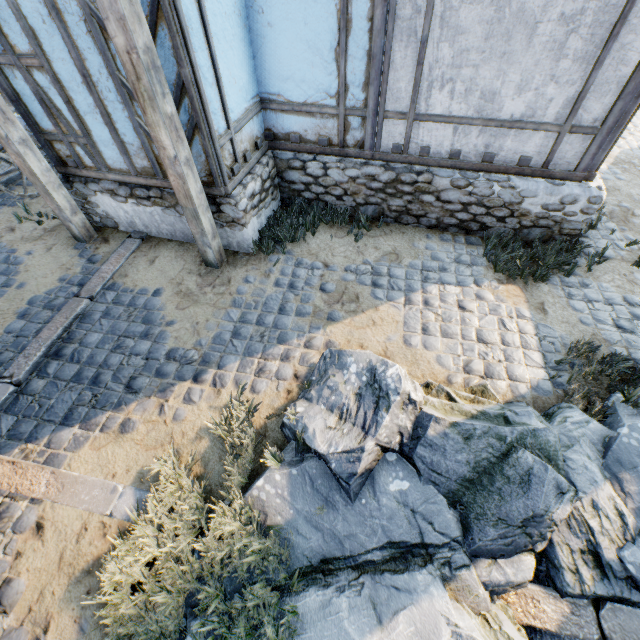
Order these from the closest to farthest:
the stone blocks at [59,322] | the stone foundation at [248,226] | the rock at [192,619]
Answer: the rock at [192,619], the stone blocks at [59,322], the stone foundation at [248,226]

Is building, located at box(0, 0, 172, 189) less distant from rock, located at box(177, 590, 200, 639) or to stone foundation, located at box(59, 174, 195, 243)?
stone foundation, located at box(59, 174, 195, 243)

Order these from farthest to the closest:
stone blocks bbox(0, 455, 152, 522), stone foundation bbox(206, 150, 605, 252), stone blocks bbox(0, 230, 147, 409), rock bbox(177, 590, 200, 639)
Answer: stone foundation bbox(206, 150, 605, 252) < stone blocks bbox(0, 230, 147, 409) < stone blocks bbox(0, 455, 152, 522) < rock bbox(177, 590, 200, 639)

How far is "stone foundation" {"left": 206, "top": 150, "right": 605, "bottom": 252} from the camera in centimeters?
471cm

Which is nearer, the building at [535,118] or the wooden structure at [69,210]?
the building at [535,118]

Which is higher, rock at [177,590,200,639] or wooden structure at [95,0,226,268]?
wooden structure at [95,0,226,268]

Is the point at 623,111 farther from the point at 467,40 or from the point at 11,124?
the point at 11,124

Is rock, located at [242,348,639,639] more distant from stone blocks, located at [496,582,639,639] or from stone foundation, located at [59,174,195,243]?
stone foundation, located at [59,174,195,243]
